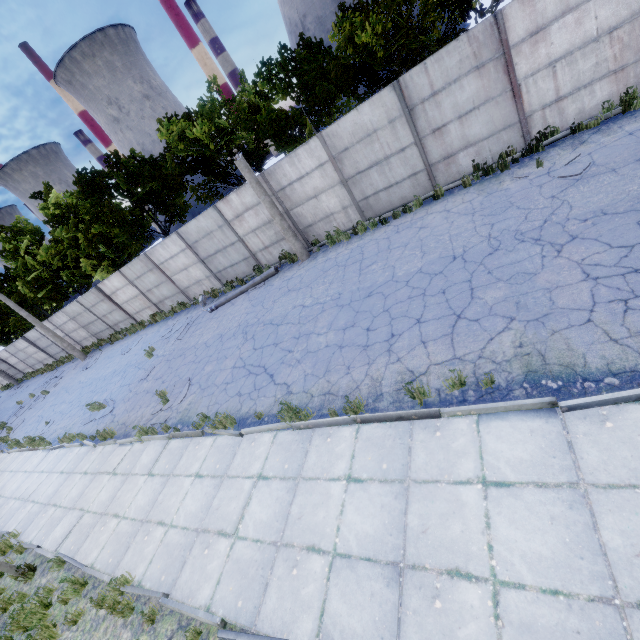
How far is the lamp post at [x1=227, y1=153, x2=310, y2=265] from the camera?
11.87m

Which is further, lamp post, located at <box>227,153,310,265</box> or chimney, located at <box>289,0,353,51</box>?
chimney, located at <box>289,0,353,51</box>

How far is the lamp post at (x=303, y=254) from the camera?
11.9 meters

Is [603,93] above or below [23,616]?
above

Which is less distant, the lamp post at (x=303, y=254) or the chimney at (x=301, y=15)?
the lamp post at (x=303, y=254)

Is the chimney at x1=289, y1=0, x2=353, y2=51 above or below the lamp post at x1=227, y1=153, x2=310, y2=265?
above
